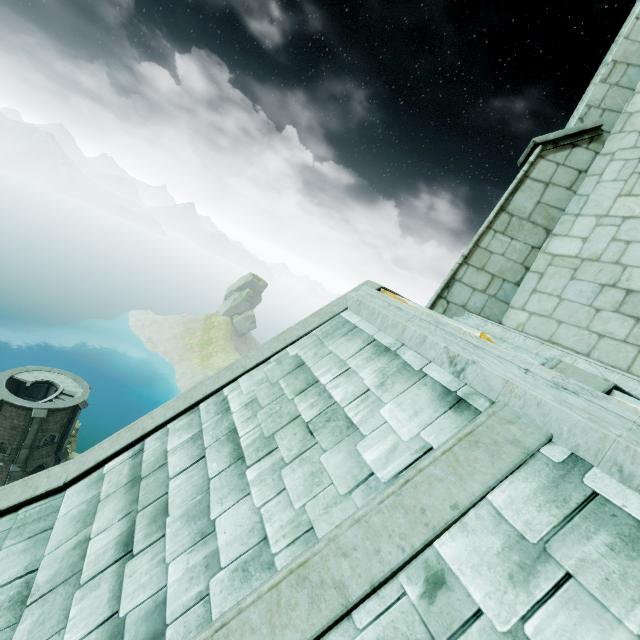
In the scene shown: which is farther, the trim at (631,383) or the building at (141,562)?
the trim at (631,383)

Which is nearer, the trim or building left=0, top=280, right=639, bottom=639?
building left=0, top=280, right=639, bottom=639

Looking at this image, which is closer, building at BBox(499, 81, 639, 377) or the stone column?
building at BBox(499, 81, 639, 377)

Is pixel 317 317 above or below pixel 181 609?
above

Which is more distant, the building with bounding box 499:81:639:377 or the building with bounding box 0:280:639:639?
the building with bounding box 499:81:639:377

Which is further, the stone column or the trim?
the stone column

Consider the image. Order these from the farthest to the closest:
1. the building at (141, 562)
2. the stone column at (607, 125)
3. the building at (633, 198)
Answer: the stone column at (607, 125) → the building at (633, 198) → the building at (141, 562)

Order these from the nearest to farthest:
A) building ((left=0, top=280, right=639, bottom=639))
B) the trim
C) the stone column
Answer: building ((left=0, top=280, right=639, bottom=639)) → the trim → the stone column
